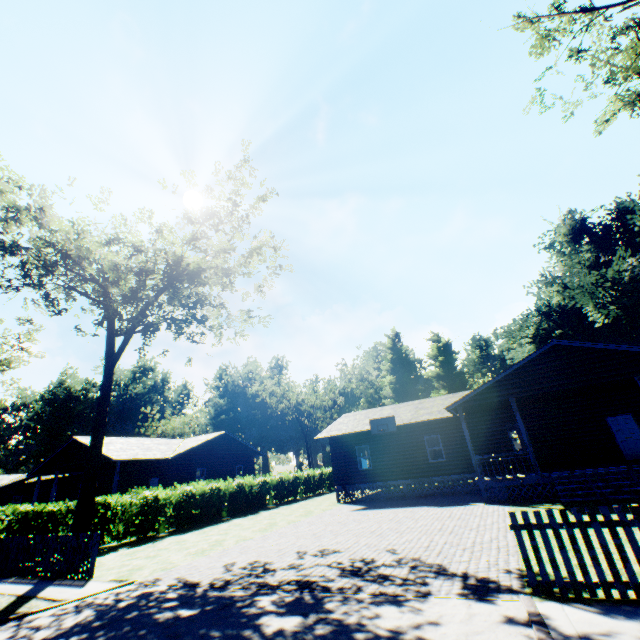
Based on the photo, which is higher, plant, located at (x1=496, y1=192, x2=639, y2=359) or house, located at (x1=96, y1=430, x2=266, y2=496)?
plant, located at (x1=496, y1=192, x2=639, y2=359)

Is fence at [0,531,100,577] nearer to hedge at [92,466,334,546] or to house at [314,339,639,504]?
hedge at [92,466,334,546]

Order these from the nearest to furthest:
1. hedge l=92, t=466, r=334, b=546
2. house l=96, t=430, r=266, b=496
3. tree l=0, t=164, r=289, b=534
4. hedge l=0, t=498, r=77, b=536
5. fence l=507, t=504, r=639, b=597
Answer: fence l=507, t=504, r=639, b=597
hedge l=0, t=498, r=77, b=536
tree l=0, t=164, r=289, b=534
hedge l=92, t=466, r=334, b=546
house l=96, t=430, r=266, b=496

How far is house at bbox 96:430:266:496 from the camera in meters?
24.5

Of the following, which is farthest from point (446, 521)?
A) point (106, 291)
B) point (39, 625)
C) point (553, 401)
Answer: point (106, 291)

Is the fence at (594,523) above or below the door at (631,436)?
below

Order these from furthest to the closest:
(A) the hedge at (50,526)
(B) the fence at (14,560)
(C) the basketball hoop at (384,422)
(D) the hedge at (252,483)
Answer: (C) the basketball hoop at (384,422), (D) the hedge at (252,483), (A) the hedge at (50,526), (B) the fence at (14,560)

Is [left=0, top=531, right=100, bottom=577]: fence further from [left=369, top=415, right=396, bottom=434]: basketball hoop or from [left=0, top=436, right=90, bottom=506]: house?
[left=369, top=415, right=396, bottom=434]: basketball hoop
